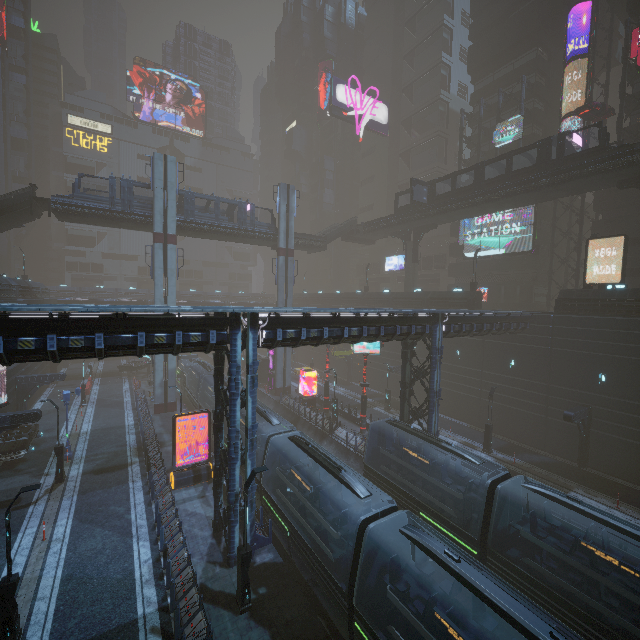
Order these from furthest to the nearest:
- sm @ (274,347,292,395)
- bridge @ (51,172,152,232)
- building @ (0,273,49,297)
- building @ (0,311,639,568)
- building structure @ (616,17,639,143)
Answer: sm @ (274,347,292,395), bridge @ (51,172,152,232), building structure @ (616,17,639,143), building @ (0,273,49,297), building @ (0,311,639,568)

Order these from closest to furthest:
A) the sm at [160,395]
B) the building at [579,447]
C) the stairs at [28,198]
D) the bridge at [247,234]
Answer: the building at [579,447] < the stairs at [28,198] < the sm at [160,395] < the bridge at [247,234]

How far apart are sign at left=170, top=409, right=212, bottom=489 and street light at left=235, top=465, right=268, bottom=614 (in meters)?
→ 9.60

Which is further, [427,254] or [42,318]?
[427,254]

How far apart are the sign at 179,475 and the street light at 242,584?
9.60m

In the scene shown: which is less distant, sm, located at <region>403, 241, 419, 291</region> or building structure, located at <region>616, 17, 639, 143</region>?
building structure, located at <region>616, 17, 639, 143</region>

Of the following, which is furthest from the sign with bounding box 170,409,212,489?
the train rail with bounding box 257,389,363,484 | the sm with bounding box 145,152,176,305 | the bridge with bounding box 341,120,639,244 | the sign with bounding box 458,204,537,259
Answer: the sign with bounding box 458,204,537,259

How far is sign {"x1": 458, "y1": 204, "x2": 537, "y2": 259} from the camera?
38.2 meters
